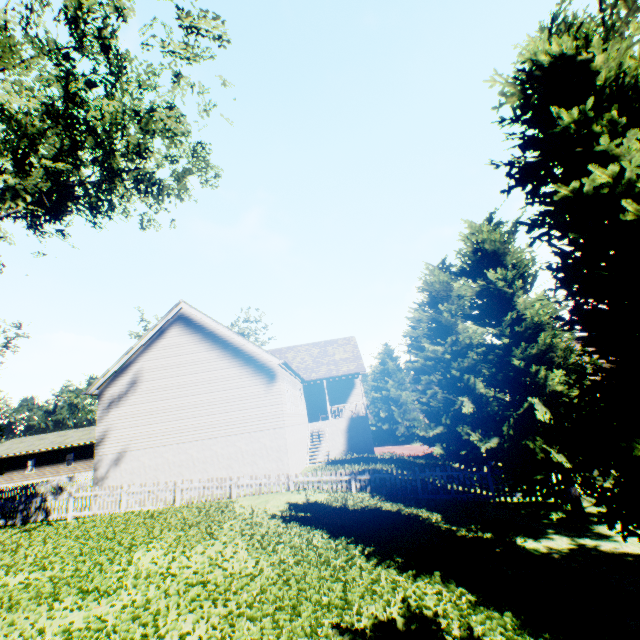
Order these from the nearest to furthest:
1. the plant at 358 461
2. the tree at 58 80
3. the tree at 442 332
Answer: the tree at 442 332 → the tree at 58 80 → the plant at 358 461

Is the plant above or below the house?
below

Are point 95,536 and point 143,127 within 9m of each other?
no

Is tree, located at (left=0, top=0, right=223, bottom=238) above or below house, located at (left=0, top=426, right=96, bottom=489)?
above

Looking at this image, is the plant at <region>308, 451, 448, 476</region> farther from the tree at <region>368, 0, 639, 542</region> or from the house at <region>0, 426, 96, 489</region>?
the house at <region>0, 426, 96, 489</region>

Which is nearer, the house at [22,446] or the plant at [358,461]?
the plant at [358,461]

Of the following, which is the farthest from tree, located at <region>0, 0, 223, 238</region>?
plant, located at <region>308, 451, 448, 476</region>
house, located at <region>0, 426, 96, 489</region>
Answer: plant, located at <region>308, 451, 448, 476</region>
